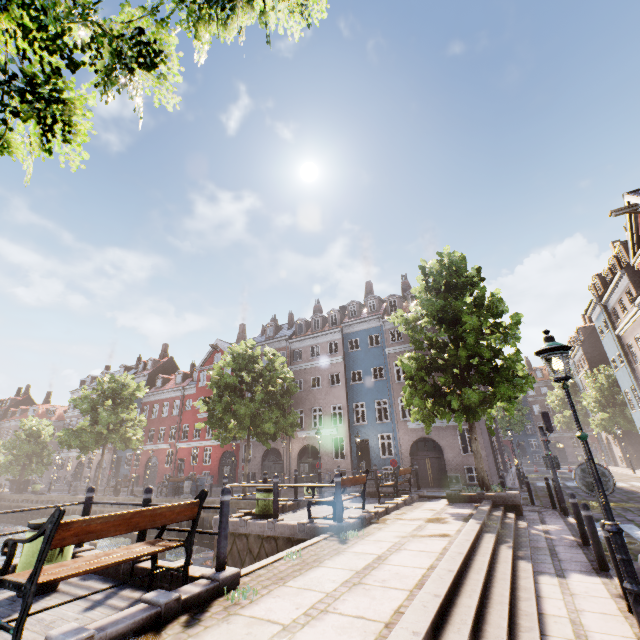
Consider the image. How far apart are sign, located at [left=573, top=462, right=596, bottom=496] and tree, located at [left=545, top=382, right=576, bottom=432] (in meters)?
52.26

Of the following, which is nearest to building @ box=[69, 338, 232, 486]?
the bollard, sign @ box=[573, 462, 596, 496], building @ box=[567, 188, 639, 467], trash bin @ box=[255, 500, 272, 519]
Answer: building @ box=[567, 188, 639, 467]

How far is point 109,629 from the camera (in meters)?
3.33

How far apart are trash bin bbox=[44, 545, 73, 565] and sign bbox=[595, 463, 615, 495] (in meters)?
8.70

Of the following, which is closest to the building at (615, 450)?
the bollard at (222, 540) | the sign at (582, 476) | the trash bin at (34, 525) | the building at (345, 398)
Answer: the sign at (582, 476)

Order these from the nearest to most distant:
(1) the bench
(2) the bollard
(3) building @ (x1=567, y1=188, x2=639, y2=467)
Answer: (1) the bench
(2) the bollard
(3) building @ (x1=567, y1=188, x2=639, y2=467)

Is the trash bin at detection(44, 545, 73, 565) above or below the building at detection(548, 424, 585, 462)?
below

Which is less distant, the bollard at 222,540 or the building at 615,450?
the bollard at 222,540
